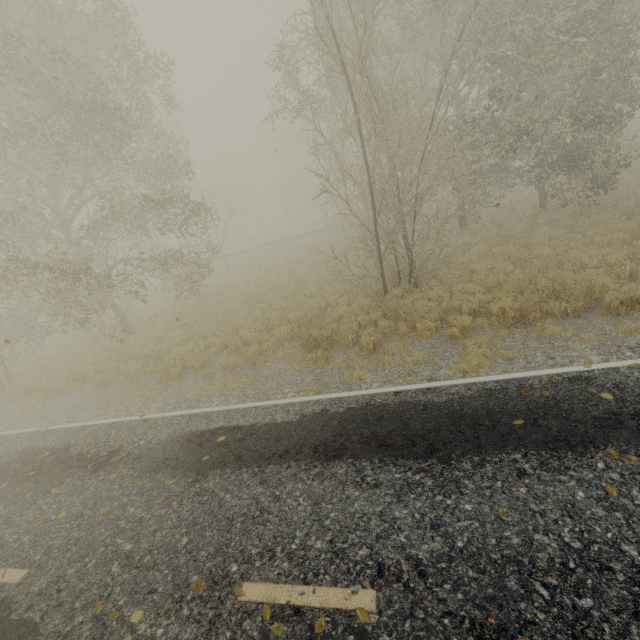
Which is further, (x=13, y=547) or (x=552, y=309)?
(x=552, y=309)

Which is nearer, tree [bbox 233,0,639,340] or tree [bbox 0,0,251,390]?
tree [bbox 233,0,639,340]

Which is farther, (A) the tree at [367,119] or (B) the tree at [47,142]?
(B) the tree at [47,142]
